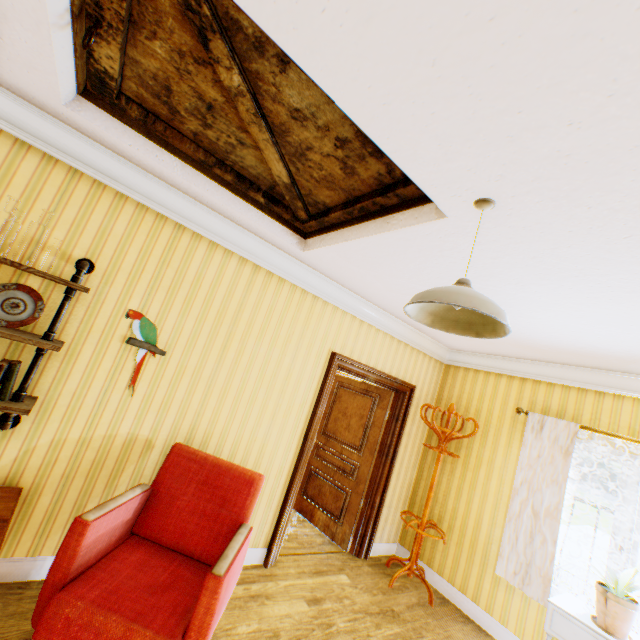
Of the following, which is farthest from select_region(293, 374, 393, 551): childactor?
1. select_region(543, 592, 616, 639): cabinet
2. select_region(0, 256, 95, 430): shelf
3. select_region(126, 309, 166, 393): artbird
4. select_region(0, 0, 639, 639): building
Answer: select_region(0, 256, 95, 430): shelf

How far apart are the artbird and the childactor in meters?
3.2

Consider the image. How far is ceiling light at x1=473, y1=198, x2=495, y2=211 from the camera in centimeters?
164cm

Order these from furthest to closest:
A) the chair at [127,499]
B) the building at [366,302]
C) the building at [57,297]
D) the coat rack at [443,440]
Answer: the coat rack at [443,440]
the building at [57,297]
the chair at [127,499]
the building at [366,302]

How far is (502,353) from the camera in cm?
441

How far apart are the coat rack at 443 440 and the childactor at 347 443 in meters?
0.5

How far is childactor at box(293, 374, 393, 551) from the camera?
4.55m

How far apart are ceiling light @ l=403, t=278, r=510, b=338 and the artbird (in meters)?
2.16
